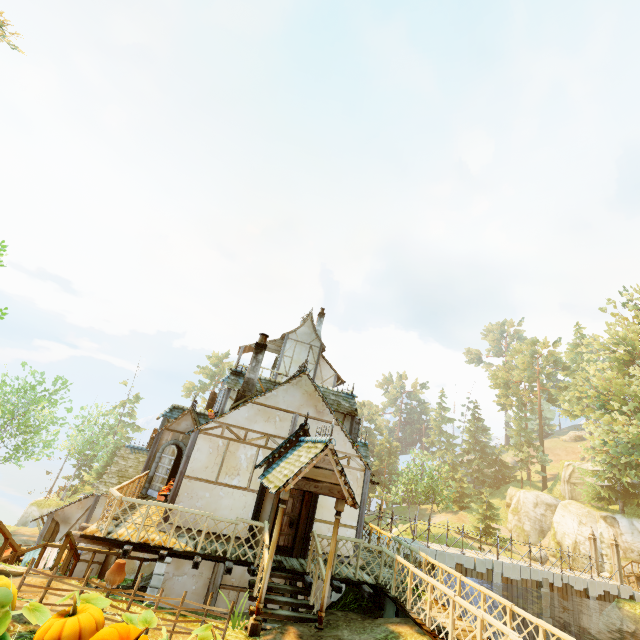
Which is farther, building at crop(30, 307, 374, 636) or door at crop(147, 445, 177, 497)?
door at crop(147, 445, 177, 497)

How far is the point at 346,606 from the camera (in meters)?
10.50

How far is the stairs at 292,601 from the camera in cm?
820

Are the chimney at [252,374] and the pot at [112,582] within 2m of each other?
no

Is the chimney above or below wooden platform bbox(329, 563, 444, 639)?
above

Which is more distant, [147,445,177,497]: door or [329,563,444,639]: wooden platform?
[147,445,177,497]: door

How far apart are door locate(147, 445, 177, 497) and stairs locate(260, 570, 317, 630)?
7.43m

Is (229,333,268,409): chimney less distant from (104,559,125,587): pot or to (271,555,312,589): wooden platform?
(271,555,312,589): wooden platform
